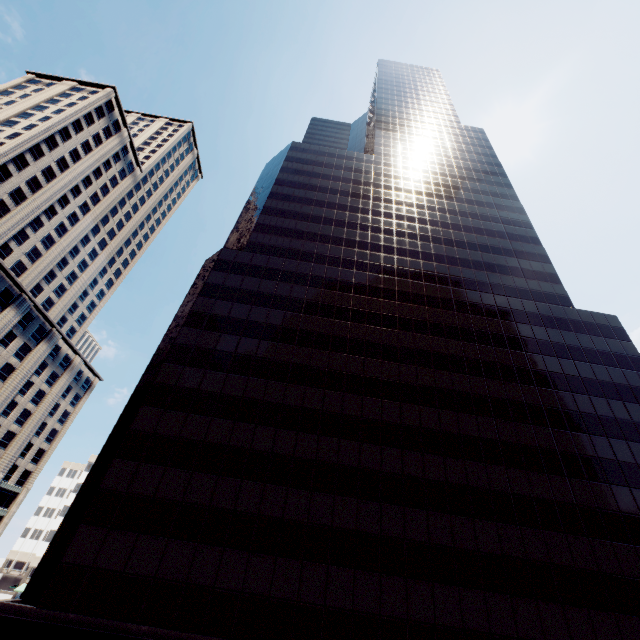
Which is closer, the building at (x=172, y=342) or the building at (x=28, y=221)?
the building at (x=172, y=342)

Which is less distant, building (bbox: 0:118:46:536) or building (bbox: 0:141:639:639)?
building (bbox: 0:141:639:639)

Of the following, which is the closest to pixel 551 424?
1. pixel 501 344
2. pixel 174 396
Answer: pixel 501 344
